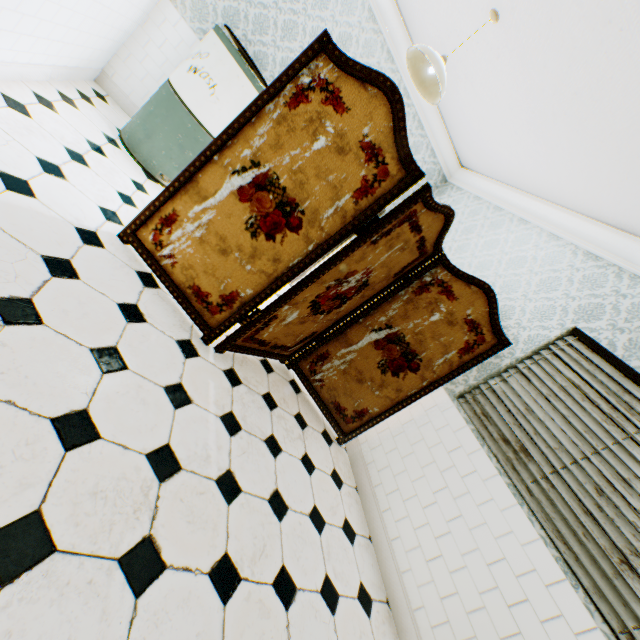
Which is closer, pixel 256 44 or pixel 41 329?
pixel 41 329

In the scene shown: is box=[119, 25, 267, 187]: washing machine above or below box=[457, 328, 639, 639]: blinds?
below

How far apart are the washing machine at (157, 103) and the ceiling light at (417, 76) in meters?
1.3 m

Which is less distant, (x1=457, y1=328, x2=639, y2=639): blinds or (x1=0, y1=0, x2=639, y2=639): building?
(x1=0, y1=0, x2=639, y2=639): building

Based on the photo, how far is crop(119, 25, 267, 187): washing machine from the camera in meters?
3.0 m

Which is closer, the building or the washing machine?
the building

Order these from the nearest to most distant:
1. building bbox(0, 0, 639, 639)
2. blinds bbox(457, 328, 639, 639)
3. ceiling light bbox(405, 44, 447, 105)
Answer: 1. building bbox(0, 0, 639, 639)
2. blinds bbox(457, 328, 639, 639)
3. ceiling light bbox(405, 44, 447, 105)

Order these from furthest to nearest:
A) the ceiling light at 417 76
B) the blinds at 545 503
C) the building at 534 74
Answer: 1. the ceiling light at 417 76
2. the blinds at 545 503
3. the building at 534 74
